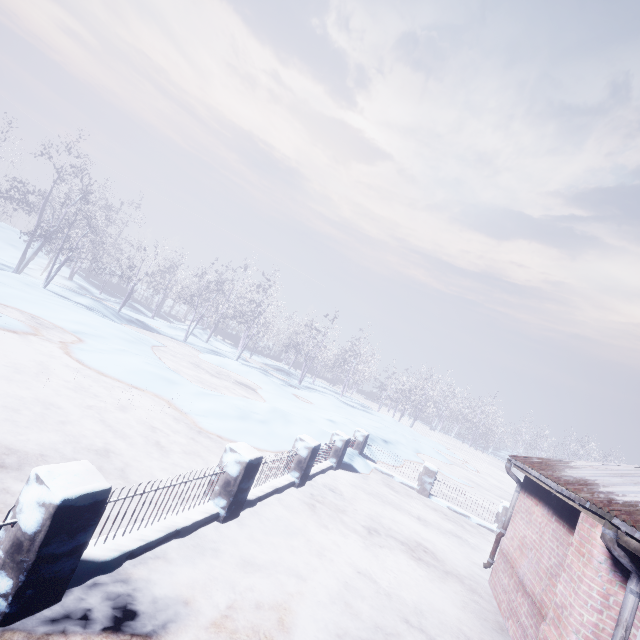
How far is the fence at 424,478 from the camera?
9.4m

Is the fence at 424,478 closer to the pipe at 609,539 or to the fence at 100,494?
the fence at 100,494

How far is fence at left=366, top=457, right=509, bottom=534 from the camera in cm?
945

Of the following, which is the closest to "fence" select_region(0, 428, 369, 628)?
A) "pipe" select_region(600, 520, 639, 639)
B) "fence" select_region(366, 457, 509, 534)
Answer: "fence" select_region(366, 457, 509, 534)

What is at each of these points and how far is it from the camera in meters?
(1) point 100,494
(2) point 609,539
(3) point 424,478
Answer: (1) fence, 2.5
(2) pipe, 3.1
(3) fence, 10.1

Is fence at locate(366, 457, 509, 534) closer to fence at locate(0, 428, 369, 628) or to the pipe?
fence at locate(0, 428, 369, 628)

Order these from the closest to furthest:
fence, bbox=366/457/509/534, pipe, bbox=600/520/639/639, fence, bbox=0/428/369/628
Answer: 1. fence, bbox=0/428/369/628
2. pipe, bbox=600/520/639/639
3. fence, bbox=366/457/509/534
